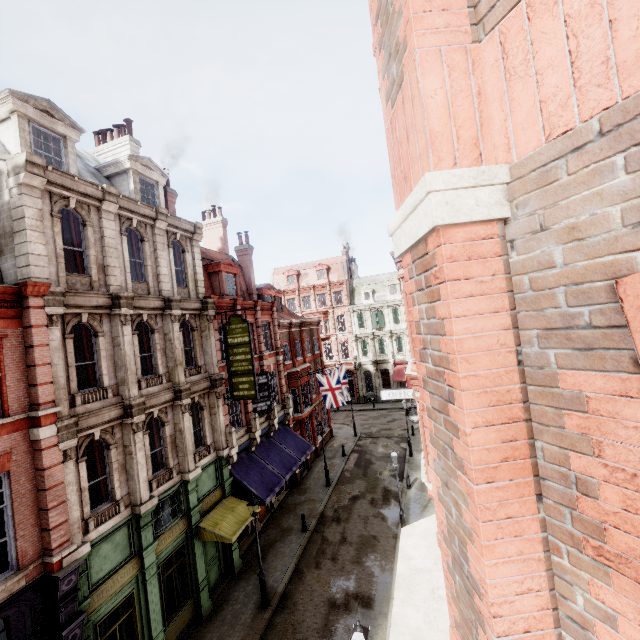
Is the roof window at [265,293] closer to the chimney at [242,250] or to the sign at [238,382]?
the chimney at [242,250]

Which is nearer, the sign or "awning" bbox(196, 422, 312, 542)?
"awning" bbox(196, 422, 312, 542)

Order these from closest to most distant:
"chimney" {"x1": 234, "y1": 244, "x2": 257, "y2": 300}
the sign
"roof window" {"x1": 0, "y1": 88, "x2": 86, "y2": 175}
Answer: "roof window" {"x1": 0, "y1": 88, "x2": 86, "y2": 175} → the sign → "chimney" {"x1": 234, "y1": 244, "x2": 257, "y2": 300}

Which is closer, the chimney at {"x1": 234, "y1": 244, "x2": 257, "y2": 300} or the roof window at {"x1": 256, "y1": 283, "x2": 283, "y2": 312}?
the chimney at {"x1": 234, "y1": 244, "x2": 257, "y2": 300}

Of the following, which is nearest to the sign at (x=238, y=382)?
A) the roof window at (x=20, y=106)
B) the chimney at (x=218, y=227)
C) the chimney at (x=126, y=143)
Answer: the roof window at (x=20, y=106)

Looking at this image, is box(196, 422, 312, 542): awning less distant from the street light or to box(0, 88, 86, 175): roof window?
the street light

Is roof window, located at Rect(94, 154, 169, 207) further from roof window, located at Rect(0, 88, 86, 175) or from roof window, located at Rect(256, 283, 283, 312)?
roof window, located at Rect(256, 283, 283, 312)

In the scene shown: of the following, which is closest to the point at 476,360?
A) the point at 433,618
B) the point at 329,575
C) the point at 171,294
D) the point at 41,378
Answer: the point at 433,618
